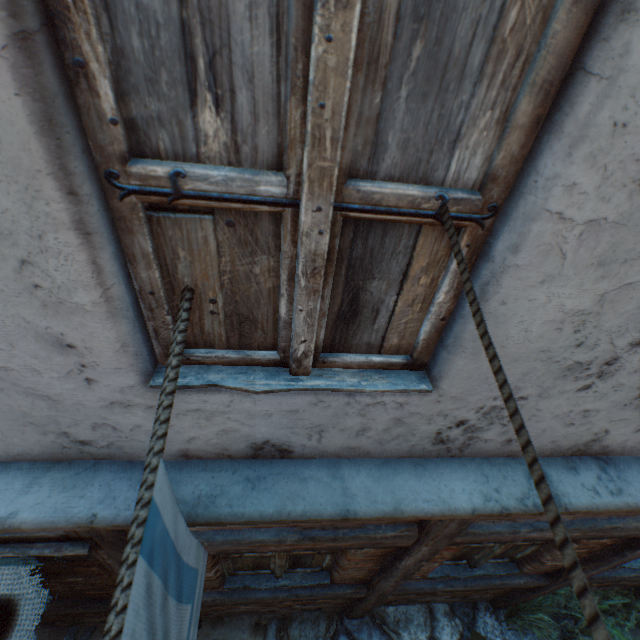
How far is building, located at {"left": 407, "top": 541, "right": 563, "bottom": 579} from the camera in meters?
2.9

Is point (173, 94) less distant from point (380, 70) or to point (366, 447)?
point (380, 70)

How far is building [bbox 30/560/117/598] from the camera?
2.3 meters

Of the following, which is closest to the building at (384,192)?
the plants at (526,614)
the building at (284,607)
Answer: the plants at (526,614)

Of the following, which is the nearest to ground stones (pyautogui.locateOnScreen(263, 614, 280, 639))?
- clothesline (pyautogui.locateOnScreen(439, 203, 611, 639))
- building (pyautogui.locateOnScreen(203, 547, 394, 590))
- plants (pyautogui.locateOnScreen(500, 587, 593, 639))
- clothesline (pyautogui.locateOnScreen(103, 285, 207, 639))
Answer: plants (pyautogui.locateOnScreen(500, 587, 593, 639))

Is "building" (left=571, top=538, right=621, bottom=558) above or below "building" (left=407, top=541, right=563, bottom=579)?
above

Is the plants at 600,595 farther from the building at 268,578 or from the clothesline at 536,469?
the clothesline at 536,469

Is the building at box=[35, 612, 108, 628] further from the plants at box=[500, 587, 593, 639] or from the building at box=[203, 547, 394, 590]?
the plants at box=[500, 587, 593, 639]
